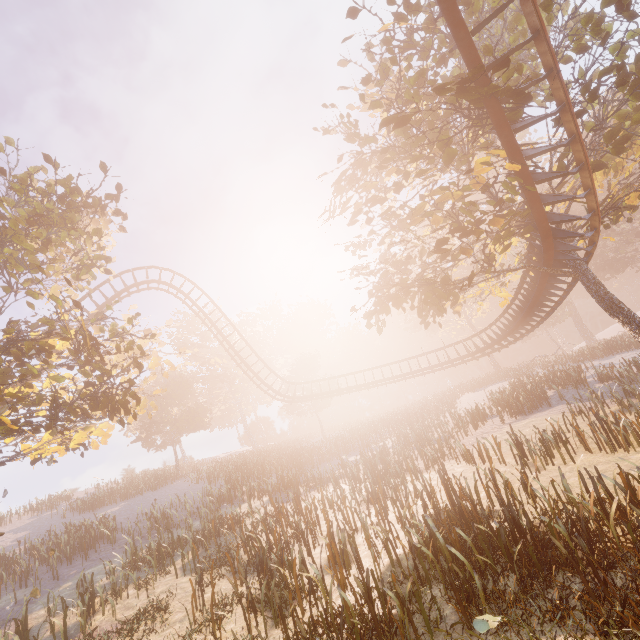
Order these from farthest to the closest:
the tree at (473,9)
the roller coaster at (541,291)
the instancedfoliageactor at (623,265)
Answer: the instancedfoliageactor at (623,265)
the roller coaster at (541,291)
the tree at (473,9)

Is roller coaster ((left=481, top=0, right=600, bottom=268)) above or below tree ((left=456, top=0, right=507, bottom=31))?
below

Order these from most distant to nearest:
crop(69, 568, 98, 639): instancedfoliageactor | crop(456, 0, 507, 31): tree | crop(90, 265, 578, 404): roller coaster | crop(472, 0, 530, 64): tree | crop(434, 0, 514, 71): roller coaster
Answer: crop(90, 265, 578, 404): roller coaster → crop(456, 0, 507, 31): tree → crop(472, 0, 530, 64): tree → crop(69, 568, 98, 639): instancedfoliageactor → crop(434, 0, 514, 71): roller coaster

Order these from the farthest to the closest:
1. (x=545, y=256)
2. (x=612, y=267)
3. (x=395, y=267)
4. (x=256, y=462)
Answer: (x=612, y=267)
(x=256, y=462)
(x=395, y=267)
(x=545, y=256)

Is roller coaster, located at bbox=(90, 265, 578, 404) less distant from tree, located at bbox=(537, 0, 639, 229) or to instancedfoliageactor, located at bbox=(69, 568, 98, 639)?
tree, located at bbox=(537, 0, 639, 229)

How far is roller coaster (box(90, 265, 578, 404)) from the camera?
16.7m

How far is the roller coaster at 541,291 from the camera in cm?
1668
